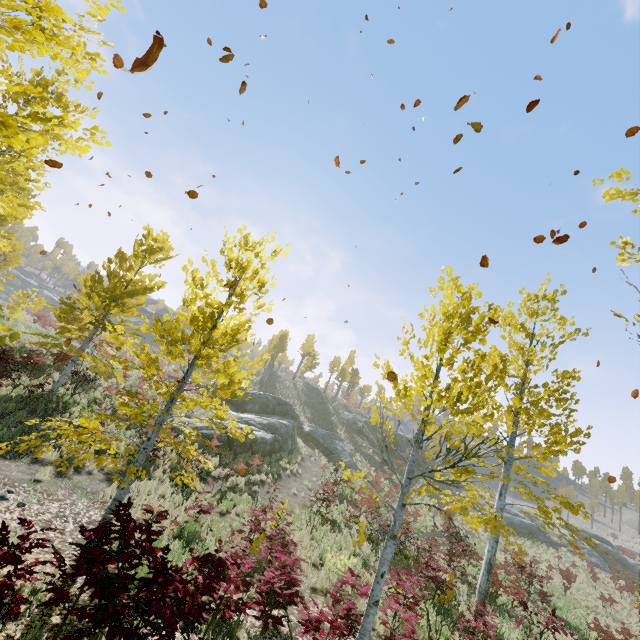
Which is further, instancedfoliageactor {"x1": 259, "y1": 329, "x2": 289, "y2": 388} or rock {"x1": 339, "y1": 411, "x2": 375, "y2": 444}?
instancedfoliageactor {"x1": 259, "y1": 329, "x2": 289, "y2": 388}

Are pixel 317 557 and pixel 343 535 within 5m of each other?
yes

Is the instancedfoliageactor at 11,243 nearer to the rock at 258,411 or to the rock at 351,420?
the rock at 258,411

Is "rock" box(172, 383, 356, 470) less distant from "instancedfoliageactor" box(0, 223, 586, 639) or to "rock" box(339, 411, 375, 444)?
"instancedfoliageactor" box(0, 223, 586, 639)

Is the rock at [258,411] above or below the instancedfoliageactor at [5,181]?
below

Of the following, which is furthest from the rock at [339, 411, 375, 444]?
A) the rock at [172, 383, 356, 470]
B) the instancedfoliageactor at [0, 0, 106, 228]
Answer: the instancedfoliageactor at [0, 0, 106, 228]

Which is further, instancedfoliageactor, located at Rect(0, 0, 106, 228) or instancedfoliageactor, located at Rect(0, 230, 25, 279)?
instancedfoliageactor, located at Rect(0, 230, 25, 279)
